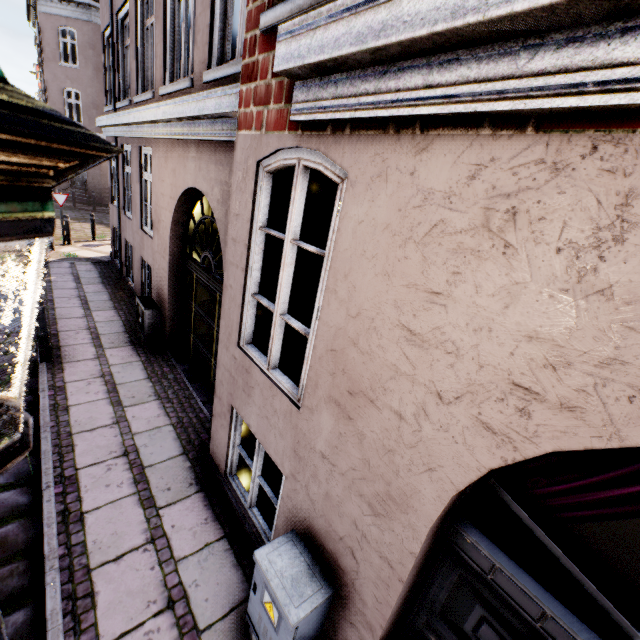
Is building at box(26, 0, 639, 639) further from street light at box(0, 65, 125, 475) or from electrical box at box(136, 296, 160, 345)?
street light at box(0, 65, 125, 475)

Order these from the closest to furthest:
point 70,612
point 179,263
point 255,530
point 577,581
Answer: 1. point 577,581
2. point 70,612
3. point 255,530
4. point 179,263

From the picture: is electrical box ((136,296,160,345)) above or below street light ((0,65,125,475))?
below

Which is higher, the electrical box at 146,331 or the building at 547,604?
the building at 547,604

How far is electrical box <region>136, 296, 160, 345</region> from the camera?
6.57m

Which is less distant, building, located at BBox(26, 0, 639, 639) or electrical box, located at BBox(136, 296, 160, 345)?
building, located at BBox(26, 0, 639, 639)

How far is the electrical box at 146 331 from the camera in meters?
6.6 m

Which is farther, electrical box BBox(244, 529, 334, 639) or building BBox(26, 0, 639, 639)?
electrical box BBox(244, 529, 334, 639)
